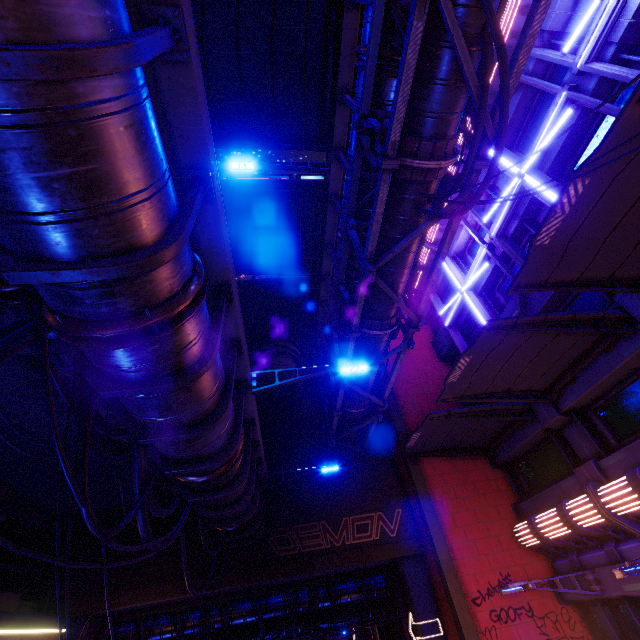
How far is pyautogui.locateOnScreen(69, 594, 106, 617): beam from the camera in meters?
11.8 m

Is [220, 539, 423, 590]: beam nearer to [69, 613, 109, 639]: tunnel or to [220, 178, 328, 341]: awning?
[69, 613, 109, 639]: tunnel

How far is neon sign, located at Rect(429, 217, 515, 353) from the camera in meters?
13.6

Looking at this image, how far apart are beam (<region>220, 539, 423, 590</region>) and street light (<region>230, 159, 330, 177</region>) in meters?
14.8 m

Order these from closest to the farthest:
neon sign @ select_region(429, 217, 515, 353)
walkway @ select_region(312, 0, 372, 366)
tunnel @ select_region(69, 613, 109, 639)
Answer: walkway @ select_region(312, 0, 372, 366) → tunnel @ select_region(69, 613, 109, 639) → neon sign @ select_region(429, 217, 515, 353)

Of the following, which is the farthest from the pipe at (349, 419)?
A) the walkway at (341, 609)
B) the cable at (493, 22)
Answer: the walkway at (341, 609)

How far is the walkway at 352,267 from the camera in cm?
1115

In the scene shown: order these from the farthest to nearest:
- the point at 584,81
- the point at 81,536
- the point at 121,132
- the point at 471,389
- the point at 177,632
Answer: the point at 177,632 < the point at 81,536 < the point at 471,389 < the point at 584,81 < the point at 121,132
